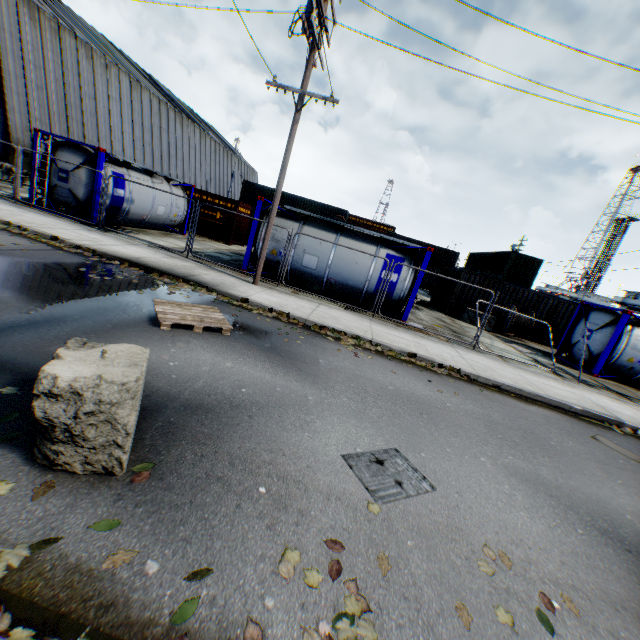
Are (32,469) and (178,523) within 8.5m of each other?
yes

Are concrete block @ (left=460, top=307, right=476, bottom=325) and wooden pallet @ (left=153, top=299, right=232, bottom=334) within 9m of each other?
no

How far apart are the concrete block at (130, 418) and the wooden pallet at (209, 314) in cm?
259

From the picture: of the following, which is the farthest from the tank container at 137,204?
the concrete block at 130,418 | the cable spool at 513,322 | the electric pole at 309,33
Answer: the concrete block at 130,418

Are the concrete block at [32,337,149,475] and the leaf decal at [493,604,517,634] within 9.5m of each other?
yes

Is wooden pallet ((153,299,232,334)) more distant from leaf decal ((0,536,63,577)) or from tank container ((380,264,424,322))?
tank container ((380,264,424,322))

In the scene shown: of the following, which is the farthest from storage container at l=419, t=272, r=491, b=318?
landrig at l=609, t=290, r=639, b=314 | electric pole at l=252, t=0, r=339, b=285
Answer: landrig at l=609, t=290, r=639, b=314

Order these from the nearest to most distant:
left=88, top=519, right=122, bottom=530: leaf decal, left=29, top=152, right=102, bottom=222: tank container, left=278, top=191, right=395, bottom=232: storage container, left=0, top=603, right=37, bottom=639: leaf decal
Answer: left=0, top=603, right=37, bottom=639: leaf decal → left=88, top=519, right=122, bottom=530: leaf decal → left=29, top=152, right=102, bottom=222: tank container → left=278, top=191, right=395, bottom=232: storage container
